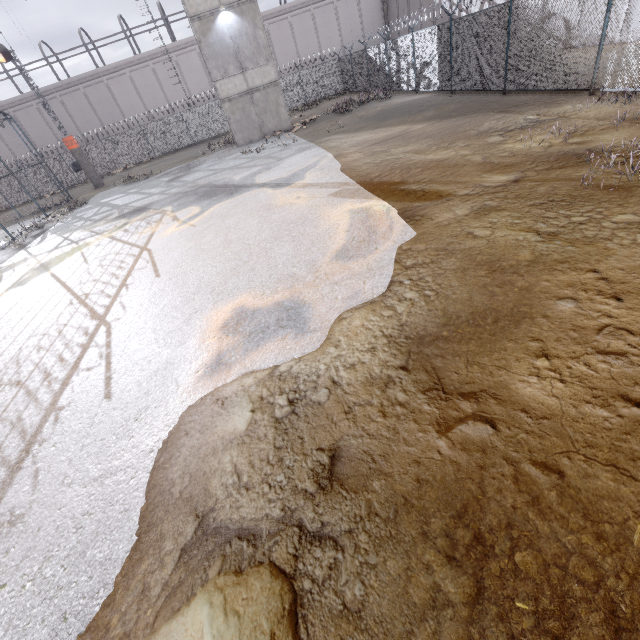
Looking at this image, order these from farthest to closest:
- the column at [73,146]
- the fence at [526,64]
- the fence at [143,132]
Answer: the fence at [143,132], the column at [73,146], the fence at [526,64]

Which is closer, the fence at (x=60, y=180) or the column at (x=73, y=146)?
the fence at (x=60, y=180)

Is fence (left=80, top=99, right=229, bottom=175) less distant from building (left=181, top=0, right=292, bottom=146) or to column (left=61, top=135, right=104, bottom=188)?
column (left=61, top=135, right=104, bottom=188)

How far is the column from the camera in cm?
2391

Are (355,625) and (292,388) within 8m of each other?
yes

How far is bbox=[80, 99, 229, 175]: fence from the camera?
30.4m

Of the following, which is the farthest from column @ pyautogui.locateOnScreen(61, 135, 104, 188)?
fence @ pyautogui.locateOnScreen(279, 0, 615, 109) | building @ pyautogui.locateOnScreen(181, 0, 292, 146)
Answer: building @ pyautogui.locateOnScreen(181, 0, 292, 146)
